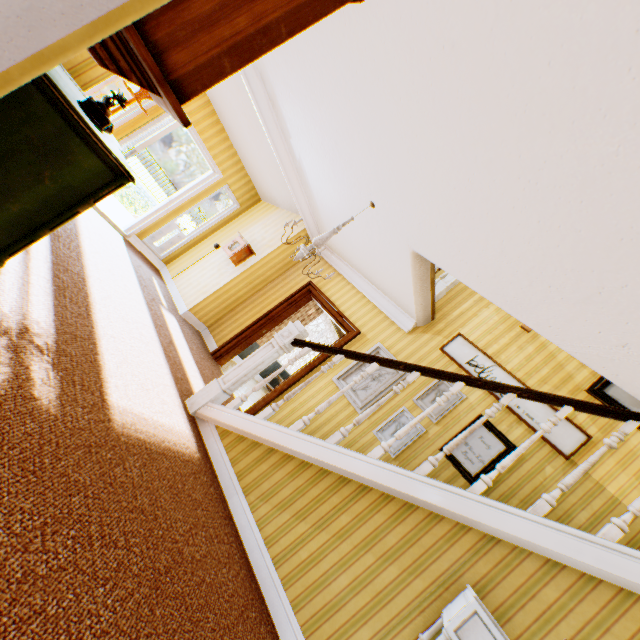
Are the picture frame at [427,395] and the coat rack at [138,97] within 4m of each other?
no

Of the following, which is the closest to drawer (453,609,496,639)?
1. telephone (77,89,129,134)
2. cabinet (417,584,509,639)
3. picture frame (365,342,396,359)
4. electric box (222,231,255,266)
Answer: cabinet (417,584,509,639)

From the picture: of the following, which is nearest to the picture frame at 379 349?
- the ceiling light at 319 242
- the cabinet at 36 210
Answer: the ceiling light at 319 242

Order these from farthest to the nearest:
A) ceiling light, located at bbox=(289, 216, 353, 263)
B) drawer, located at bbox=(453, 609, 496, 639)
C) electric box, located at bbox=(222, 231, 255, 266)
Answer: electric box, located at bbox=(222, 231, 255, 266) → ceiling light, located at bbox=(289, 216, 353, 263) → drawer, located at bbox=(453, 609, 496, 639)

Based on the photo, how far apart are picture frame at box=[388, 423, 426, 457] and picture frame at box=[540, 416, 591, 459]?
0.99m

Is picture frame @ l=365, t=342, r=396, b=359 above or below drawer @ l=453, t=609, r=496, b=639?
above

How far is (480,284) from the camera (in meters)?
3.15

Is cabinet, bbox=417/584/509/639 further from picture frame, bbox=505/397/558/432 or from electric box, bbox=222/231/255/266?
electric box, bbox=222/231/255/266
